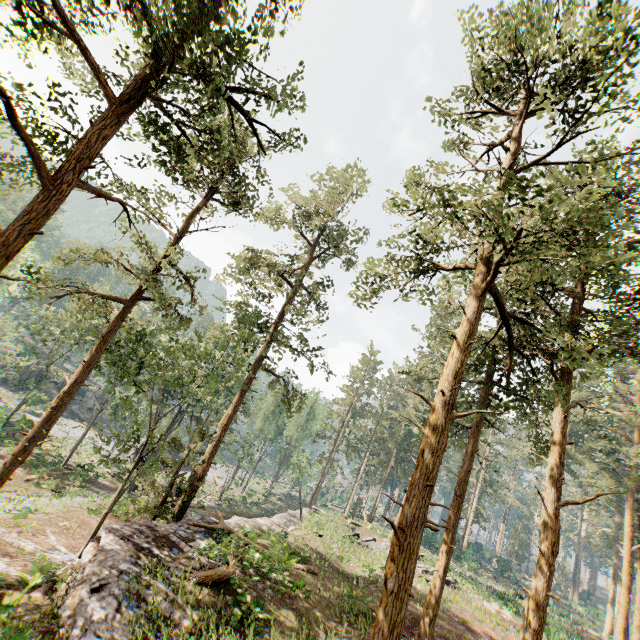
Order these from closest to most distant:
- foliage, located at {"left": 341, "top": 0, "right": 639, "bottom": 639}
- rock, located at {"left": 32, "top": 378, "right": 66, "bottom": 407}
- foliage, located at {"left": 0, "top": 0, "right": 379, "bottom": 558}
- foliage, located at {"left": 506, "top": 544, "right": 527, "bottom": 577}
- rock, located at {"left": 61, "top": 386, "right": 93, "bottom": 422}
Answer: → foliage, located at {"left": 0, "top": 0, "right": 379, "bottom": 558} < foliage, located at {"left": 341, "top": 0, "right": 639, "bottom": 639} < rock, located at {"left": 32, "top": 378, "right": 66, "bottom": 407} < rock, located at {"left": 61, "top": 386, "right": 93, "bottom": 422} < foliage, located at {"left": 506, "top": 544, "right": 527, "bottom": 577}

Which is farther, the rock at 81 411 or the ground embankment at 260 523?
the rock at 81 411

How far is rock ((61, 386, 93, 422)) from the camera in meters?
53.6

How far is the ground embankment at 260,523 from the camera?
19.8m

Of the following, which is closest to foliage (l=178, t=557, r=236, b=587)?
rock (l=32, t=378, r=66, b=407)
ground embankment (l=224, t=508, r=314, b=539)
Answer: ground embankment (l=224, t=508, r=314, b=539)

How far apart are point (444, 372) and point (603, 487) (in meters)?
35.40

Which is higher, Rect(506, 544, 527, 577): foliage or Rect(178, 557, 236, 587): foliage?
Rect(506, 544, 527, 577): foliage

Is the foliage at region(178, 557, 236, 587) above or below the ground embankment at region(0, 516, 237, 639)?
above
